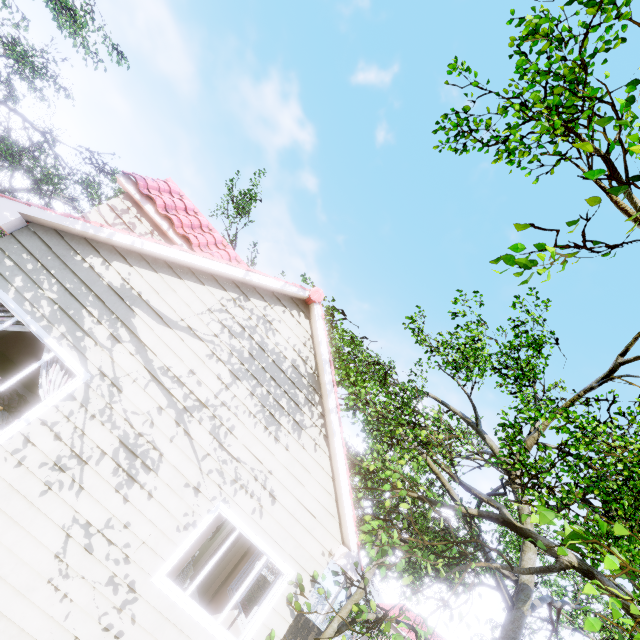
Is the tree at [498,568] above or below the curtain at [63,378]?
above

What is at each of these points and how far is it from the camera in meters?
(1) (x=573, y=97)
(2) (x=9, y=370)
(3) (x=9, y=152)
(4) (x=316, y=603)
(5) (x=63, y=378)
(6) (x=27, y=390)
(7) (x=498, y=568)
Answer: (1) tree, 6.2
(2) bed, 7.4
(3) tree, 16.1
(4) fence, 49.0
(5) curtain, 5.1
(6) bed, 7.3
(7) tree, 6.3

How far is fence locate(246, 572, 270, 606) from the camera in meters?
19.4

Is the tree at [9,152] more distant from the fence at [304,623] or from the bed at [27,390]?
the bed at [27,390]

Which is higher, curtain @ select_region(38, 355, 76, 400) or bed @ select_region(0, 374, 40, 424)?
curtain @ select_region(38, 355, 76, 400)

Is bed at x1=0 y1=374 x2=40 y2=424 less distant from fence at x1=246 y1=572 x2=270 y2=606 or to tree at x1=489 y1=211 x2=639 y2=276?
fence at x1=246 y1=572 x2=270 y2=606

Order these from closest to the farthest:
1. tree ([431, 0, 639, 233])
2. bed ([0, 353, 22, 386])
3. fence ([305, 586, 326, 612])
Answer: tree ([431, 0, 639, 233]) < bed ([0, 353, 22, 386]) < fence ([305, 586, 326, 612])

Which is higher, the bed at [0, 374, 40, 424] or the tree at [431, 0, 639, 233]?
the tree at [431, 0, 639, 233]
